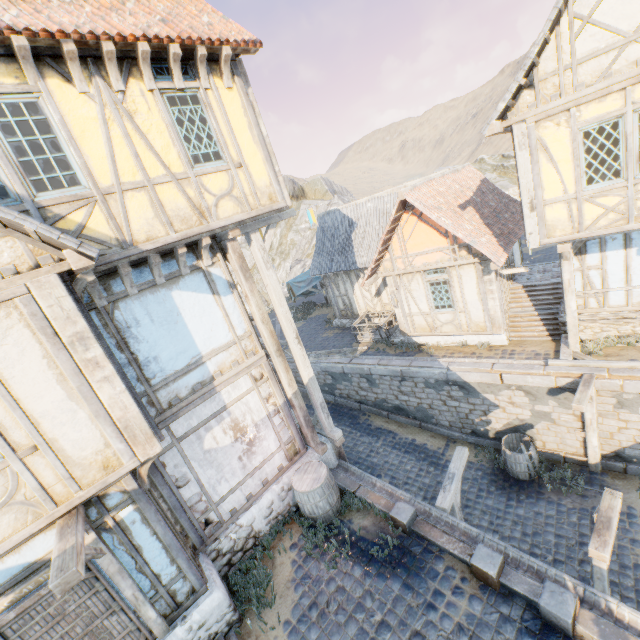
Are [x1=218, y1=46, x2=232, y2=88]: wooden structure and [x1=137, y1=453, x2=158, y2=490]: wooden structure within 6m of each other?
Answer: no

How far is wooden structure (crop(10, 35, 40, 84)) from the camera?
4.08m

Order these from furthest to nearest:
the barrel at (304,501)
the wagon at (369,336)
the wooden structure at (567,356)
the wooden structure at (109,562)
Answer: the wagon at (369,336) → the wooden structure at (567,356) → the barrel at (304,501) → the wooden structure at (109,562)

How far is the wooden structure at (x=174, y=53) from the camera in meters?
5.3 m

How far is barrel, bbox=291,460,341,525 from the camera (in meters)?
7.19

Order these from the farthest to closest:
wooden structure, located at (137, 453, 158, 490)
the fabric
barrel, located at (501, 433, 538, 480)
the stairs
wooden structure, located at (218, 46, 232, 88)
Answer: the fabric → the stairs → barrel, located at (501, 433, 538, 480) → wooden structure, located at (218, 46, 232, 88) → wooden structure, located at (137, 453, 158, 490)

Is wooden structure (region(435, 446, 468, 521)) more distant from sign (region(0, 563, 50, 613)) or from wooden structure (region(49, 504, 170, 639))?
sign (region(0, 563, 50, 613))

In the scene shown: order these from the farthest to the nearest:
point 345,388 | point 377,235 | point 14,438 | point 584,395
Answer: point 377,235 < point 345,388 < point 584,395 < point 14,438
